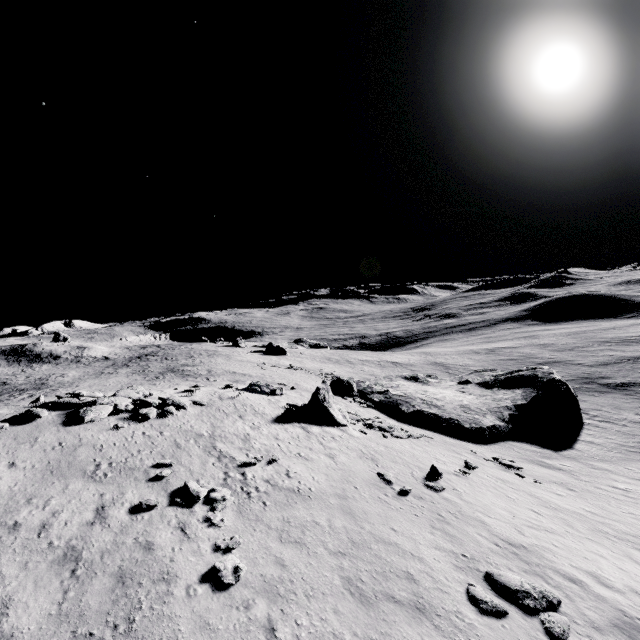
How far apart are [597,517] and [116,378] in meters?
48.2

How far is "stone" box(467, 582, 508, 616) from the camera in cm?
941

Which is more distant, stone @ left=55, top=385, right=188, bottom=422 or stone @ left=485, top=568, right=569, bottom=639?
stone @ left=55, top=385, right=188, bottom=422

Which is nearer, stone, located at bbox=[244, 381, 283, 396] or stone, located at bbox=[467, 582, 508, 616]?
stone, located at bbox=[467, 582, 508, 616]

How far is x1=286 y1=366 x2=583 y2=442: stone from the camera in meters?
Result: 25.9 m

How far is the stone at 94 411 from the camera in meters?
17.1

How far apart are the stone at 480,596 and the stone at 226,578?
6.9m

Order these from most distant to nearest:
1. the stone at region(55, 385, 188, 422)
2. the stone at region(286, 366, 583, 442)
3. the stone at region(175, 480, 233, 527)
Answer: the stone at region(286, 366, 583, 442) < the stone at region(55, 385, 188, 422) < the stone at region(175, 480, 233, 527)
